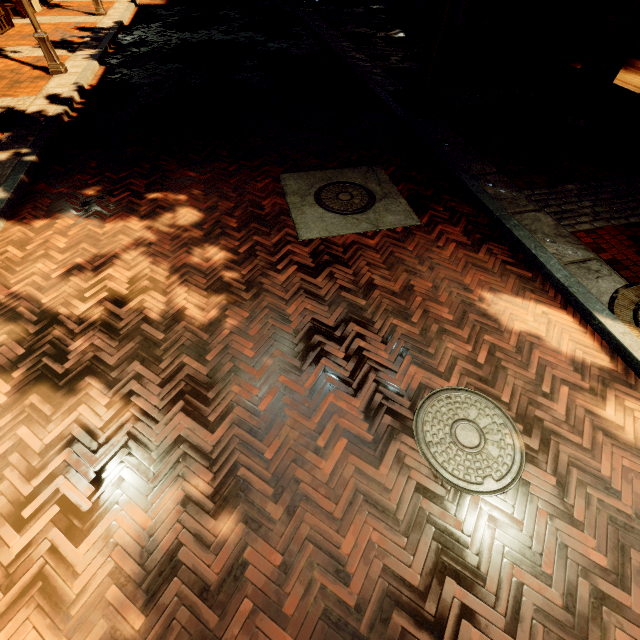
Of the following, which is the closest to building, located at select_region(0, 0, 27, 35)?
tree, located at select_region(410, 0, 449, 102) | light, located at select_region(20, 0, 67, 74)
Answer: tree, located at select_region(410, 0, 449, 102)

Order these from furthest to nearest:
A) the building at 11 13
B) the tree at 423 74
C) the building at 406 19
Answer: the building at 406 19 → the building at 11 13 → the tree at 423 74

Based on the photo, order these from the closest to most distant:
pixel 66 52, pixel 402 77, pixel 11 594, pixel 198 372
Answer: pixel 11 594 < pixel 198 372 < pixel 402 77 < pixel 66 52

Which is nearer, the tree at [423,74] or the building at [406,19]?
the tree at [423,74]

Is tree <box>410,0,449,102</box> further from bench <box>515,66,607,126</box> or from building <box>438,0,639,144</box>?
bench <box>515,66,607,126</box>

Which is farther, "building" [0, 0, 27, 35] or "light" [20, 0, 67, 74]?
"building" [0, 0, 27, 35]

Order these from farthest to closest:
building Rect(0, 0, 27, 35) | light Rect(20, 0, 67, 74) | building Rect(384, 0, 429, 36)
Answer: building Rect(384, 0, 429, 36), building Rect(0, 0, 27, 35), light Rect(20, 0, 67, 74)

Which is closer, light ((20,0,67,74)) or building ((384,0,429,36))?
light ((20,0,67,74))
